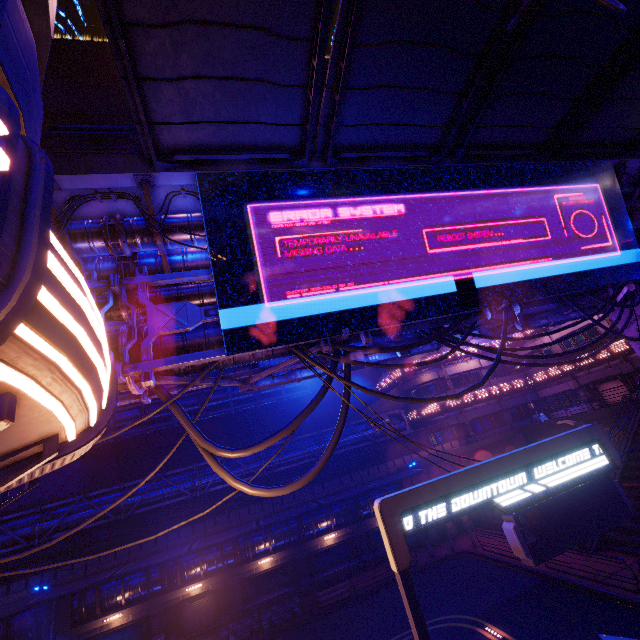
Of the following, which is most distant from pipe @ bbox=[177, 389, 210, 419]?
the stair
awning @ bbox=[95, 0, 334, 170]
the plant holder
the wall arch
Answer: the stair

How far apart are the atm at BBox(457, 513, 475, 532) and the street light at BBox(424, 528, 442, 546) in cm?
195

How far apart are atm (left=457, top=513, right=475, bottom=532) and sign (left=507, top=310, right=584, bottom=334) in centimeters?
2057cm

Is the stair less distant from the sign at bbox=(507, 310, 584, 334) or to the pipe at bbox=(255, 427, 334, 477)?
the sign at bbox=(507, 310, 584, 334)

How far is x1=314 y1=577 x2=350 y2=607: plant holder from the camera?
20.5m

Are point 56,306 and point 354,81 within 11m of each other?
yes

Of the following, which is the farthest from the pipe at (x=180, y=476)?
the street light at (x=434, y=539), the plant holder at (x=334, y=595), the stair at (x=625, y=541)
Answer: the stair at (x=625, y=541)

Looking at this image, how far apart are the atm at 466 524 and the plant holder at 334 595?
10.97m
